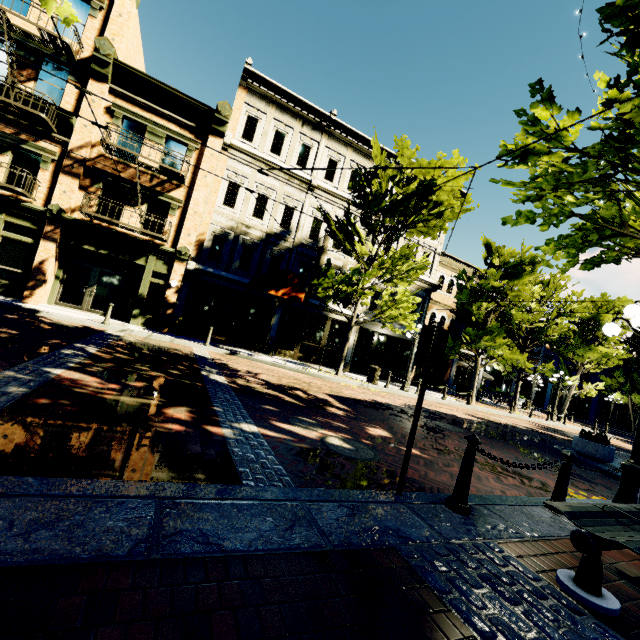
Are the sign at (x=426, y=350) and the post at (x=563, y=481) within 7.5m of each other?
yes

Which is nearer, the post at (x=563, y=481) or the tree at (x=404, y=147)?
the post at (x=563, y=481)

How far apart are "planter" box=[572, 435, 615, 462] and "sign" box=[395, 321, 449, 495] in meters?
9.9 m

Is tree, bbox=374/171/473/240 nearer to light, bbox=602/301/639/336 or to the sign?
light, bbox=602/301/639/336

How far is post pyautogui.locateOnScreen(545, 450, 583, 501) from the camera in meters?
4.5 m

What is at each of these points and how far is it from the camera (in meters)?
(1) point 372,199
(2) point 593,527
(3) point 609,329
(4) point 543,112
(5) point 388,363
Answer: (1) tree, 14.01
(2) bench, 2.79
(3) light, 5.55
(4) tree, 4.73
(5) building, 21.28

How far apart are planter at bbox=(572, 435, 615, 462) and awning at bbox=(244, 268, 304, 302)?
11.1 meters

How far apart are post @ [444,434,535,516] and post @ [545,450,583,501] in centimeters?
165cm
